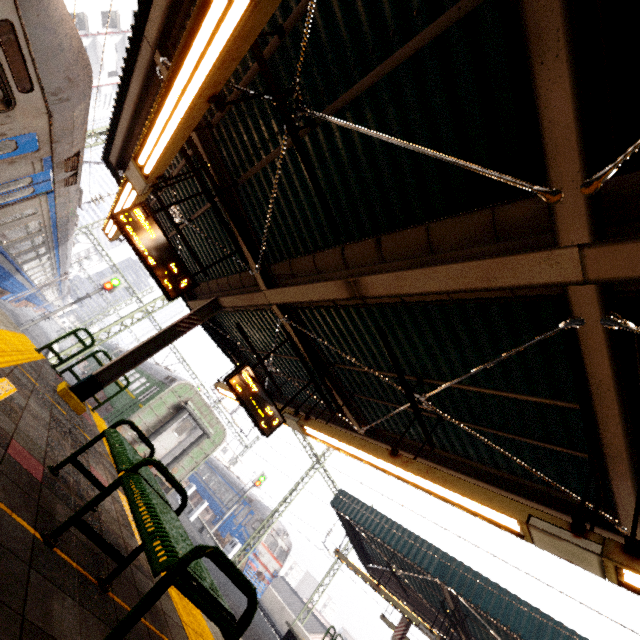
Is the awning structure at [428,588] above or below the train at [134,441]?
above

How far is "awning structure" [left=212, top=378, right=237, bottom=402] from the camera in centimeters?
966cm

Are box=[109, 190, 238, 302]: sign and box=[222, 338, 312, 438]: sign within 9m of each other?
yes

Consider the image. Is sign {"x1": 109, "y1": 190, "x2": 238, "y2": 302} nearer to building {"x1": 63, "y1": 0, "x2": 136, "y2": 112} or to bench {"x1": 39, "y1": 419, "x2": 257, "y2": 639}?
bench {"x1": 39, "y1": 419, "x2": 257, "y2": 639}

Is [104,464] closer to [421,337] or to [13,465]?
[13,465]

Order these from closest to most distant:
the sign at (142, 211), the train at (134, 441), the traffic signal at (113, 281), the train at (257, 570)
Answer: the sign at (142, 211) < the train at (134, 441) < the traffic signal at (113, 281) < the train at (257, 570)

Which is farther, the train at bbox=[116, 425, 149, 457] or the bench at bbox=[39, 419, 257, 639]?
the train at bbox=[116, 425, 149, 457]

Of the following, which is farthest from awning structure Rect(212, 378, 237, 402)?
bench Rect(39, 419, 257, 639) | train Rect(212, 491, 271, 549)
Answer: train Rect(212, 491, 271, 549)
